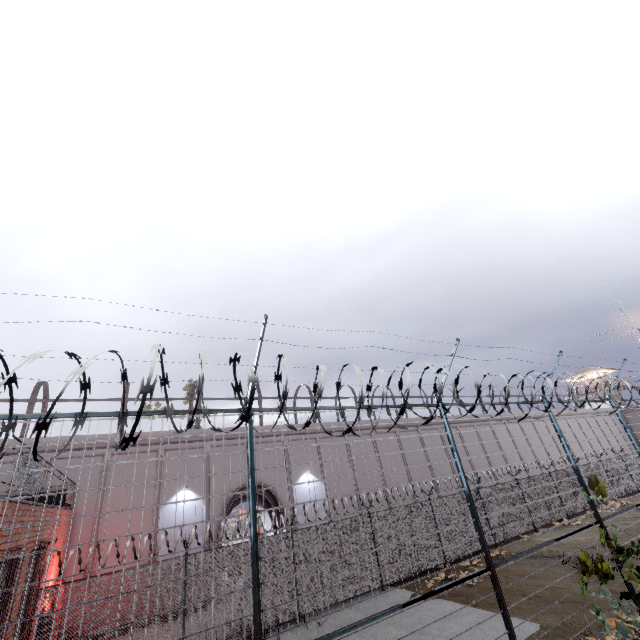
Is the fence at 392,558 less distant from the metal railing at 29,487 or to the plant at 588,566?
the plant at 588,566

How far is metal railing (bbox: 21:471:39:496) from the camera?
7.2 meters

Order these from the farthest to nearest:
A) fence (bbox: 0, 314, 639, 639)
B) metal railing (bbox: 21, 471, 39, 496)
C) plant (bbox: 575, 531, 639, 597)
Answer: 1. metal railing (bbox: 21, 471, 39, 496)
2. plant (bbox: 575, 531, 639, 597)
3. fence (bbox: 0, 314, 639, 639)

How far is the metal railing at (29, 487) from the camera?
7.15m

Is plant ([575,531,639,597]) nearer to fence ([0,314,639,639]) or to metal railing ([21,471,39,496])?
fence ([0,314,639,639])

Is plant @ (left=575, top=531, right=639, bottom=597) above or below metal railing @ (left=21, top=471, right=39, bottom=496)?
below

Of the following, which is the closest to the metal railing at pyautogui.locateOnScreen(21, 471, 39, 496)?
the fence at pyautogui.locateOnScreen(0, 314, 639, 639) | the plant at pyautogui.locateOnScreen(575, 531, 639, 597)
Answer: the fence at pyautogui.locateOnScreen(0, 314, 639, 639)

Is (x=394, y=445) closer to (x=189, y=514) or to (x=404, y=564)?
(x=404, y=564)
